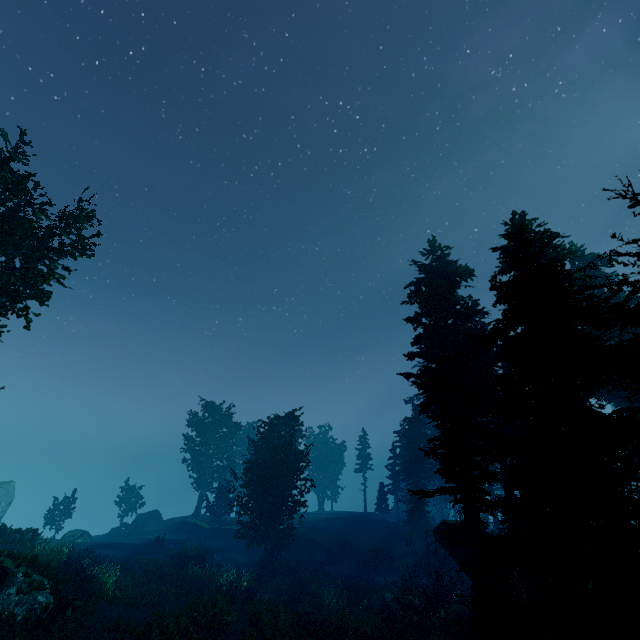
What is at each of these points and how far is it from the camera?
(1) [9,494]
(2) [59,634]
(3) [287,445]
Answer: (1) rock, 41.69m
(2) instancedfoliageactor, 12.52m
(3) instancedfoliageactor, 30.28m

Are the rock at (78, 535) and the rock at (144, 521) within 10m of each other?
yes

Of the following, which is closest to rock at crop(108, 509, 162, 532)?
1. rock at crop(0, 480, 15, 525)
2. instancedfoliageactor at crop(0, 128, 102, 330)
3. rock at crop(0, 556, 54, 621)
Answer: instancedfoliageactor at crop(0, 128, 102, 330)

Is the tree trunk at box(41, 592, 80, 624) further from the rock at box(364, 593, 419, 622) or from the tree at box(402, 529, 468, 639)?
the tree at box(402, 529, 468, 639)

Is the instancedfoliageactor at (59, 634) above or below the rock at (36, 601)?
below

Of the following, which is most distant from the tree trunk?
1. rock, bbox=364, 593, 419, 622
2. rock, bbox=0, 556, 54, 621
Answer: rock, bbox=364, 593, 419, 622

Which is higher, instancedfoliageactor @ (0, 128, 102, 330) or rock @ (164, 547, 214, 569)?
instancedfoliageactor @ (0, 128, 102, 330)

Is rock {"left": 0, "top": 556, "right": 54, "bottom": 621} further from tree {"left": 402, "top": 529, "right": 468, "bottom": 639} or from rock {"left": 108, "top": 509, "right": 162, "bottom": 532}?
rock {"left": 108, "top": 509, "right": 162, "bottom": 532}
